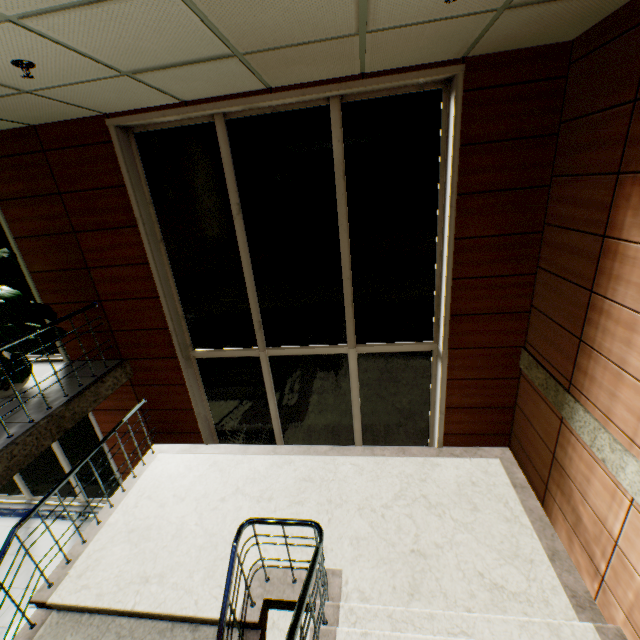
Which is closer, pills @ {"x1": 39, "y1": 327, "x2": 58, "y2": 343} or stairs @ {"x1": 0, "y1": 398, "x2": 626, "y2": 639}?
stairs @ {"x1": 0, "y1": 398, "x2": 626, "y2": 639}

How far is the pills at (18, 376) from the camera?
4.00m

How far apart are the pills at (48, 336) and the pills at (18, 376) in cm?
18

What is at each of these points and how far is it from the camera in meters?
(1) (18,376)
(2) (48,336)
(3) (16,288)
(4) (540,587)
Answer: (1) pills, 4.0 m
(2) pills, 4.4 m
(3) pills, 4.6 m
(4) stairs, 3.3 m

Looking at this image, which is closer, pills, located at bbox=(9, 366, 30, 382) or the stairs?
the stairs

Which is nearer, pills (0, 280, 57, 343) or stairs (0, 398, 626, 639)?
stairs (0, 398, 626, 639)

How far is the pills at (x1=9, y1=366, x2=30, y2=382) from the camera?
4.0 meters

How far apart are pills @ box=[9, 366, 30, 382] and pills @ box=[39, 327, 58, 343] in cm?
18
